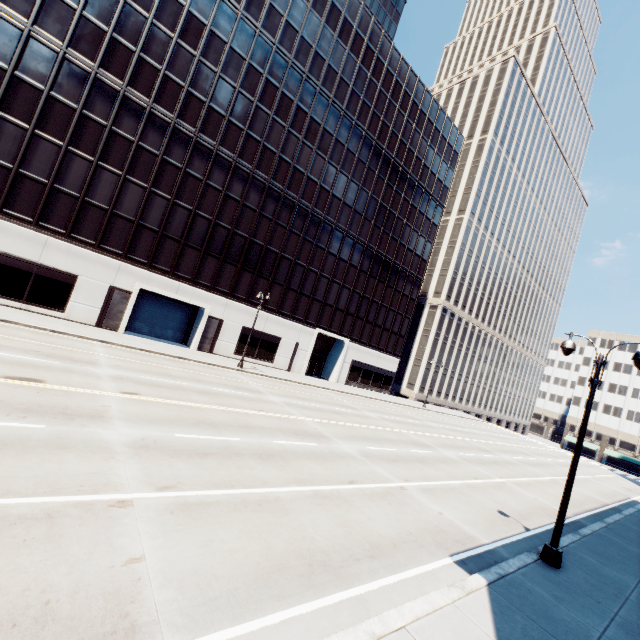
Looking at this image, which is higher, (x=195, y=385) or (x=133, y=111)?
(x=133, y=111)

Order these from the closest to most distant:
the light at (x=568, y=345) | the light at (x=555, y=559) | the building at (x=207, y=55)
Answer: the light at (x=555, y=559), the light at (x=568, y=345), the building at (x=207, y=55)

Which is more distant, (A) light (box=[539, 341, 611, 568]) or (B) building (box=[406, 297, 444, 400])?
(B) building (box=[406, 297, 444, 400])

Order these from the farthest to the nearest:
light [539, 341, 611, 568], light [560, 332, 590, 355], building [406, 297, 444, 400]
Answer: building [406, 297, 444, 400]
light [560, 332, 590, 355]
light [539, 341, 611, 568]

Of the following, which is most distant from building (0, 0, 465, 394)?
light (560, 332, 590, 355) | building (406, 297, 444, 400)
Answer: light (560, 332, 590, 355)

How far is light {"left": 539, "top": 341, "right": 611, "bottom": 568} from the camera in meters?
9.9 m

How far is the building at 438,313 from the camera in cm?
5897

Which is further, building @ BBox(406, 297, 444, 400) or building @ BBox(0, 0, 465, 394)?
building @ BBox(406, 297, 444, 400)
